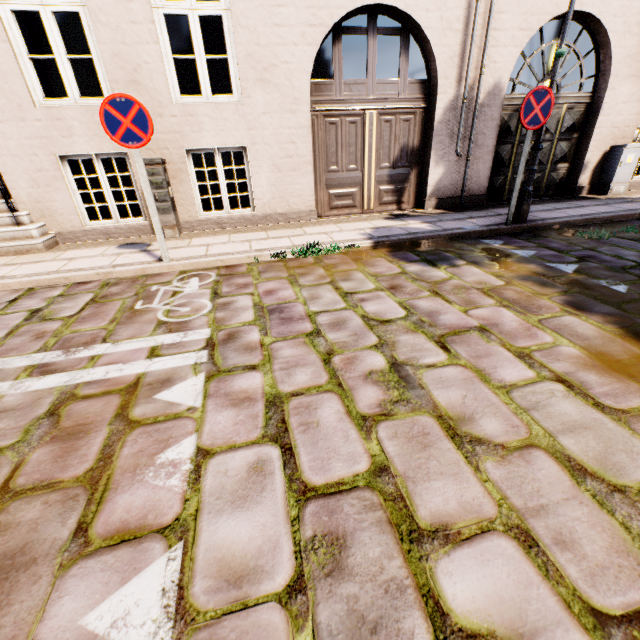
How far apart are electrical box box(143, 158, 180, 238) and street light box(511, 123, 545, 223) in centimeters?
594cm

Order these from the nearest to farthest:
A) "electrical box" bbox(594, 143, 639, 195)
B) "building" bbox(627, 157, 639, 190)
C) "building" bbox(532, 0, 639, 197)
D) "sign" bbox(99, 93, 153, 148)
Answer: "sign" bbox(99, 93, 153, 148), "building" bbox(532, 0, 639, 197), "electrical box" bbox(594, 143, 639, 195), "building" bbox(627, 157, 639, 190)

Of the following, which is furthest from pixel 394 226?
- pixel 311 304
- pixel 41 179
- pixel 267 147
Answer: pixel 41 179

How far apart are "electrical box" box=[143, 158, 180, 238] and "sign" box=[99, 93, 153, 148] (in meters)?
1.62

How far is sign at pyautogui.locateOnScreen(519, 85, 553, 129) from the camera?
4.6m

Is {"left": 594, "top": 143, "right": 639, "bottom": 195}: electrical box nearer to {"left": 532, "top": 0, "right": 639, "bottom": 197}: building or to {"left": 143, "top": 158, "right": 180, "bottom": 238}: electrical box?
{"left": 143, "top": 158, "right": 180, "bottom": 238}: electrical box

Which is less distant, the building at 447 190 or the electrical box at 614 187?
the building at 447 190

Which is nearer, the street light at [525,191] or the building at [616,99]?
the street light at [525,191]
